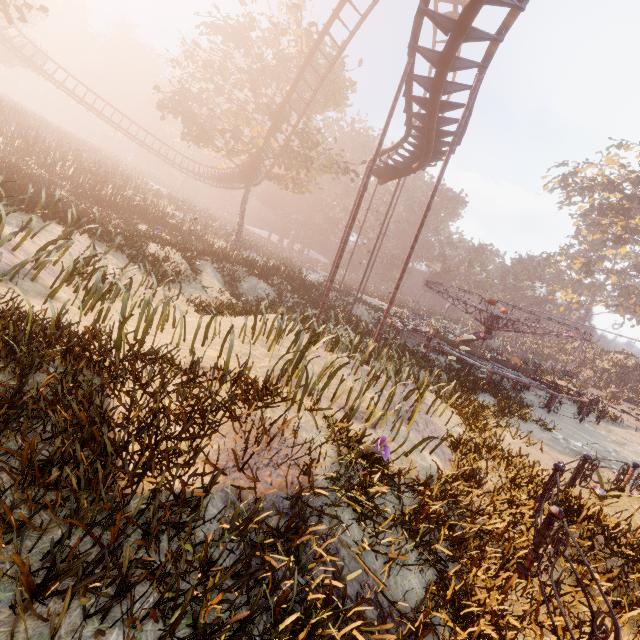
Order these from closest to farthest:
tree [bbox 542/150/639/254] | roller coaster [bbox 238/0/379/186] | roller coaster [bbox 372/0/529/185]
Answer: roller coaster [bbox 372/0/529/185], roller coaster [bbox 238/0/379/186], tree [bbox 542/150/639/254]

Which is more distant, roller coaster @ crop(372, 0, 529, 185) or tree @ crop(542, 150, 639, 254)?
tree @ crop(542, 150, 639, 254)

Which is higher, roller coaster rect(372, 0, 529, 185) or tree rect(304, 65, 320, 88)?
tree rect(304, 65, 320, 88)

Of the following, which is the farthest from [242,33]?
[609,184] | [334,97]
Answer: [609,184]

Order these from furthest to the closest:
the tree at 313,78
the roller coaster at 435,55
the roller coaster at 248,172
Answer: the tree at 313,78, the roller coaster at 248,172, the roller coaster at 435,55

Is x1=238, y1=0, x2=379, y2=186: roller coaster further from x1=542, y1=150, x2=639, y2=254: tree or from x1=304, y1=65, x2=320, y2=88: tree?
x1=542, y1=150, x2=639, y2=254: tree

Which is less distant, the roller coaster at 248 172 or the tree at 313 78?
the roller coaster at 248 172

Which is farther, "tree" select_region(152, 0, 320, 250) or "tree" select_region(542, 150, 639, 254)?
"tree" select_region(542, 150, 639, 254)
